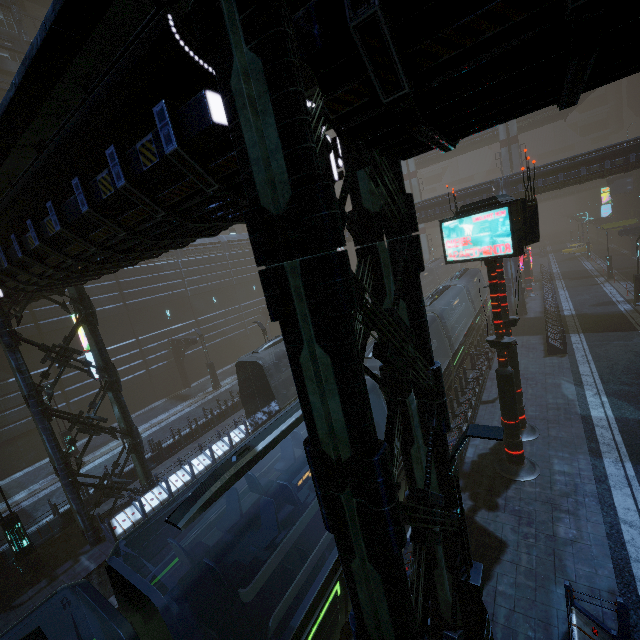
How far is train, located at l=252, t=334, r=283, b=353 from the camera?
16.9 meters

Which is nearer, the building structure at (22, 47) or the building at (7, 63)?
the building structure at (22, 47)

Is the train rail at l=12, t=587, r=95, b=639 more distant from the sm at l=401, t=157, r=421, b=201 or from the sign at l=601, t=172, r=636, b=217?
the sign at l=601, t=172, r=636, b=217

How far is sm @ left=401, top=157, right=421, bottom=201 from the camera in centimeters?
5172cm

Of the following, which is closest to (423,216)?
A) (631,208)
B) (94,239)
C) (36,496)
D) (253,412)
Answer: (253,412)

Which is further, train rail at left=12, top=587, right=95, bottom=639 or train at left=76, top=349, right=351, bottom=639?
train rail at left=12, top=587, right=95, bottom=639

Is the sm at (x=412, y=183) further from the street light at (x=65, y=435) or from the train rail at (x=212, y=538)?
the street light at (x=65, y=435)
